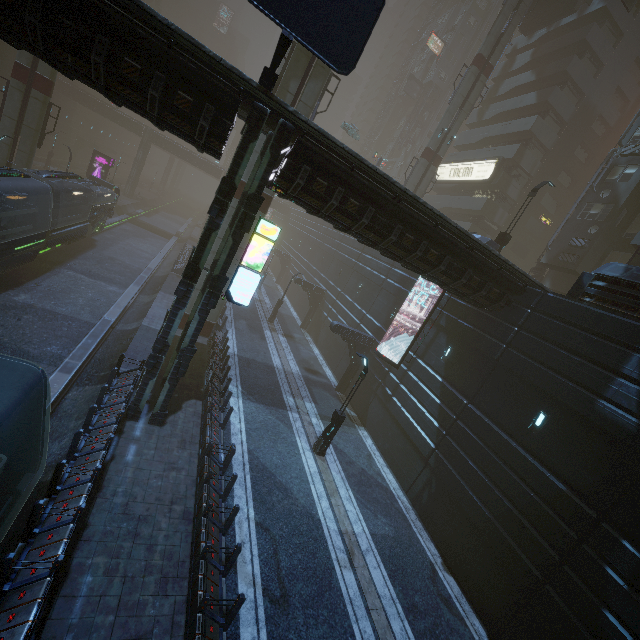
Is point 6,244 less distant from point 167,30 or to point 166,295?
point 166,295

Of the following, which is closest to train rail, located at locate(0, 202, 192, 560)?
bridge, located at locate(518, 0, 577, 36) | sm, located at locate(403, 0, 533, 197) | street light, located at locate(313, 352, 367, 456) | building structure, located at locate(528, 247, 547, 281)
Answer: street light, located at locate(313, 352, 367, 456)

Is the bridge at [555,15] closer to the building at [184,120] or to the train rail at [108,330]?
the building at [184,120]

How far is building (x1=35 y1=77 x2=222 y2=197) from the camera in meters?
48.9 m

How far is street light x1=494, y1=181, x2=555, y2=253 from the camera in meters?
19.8

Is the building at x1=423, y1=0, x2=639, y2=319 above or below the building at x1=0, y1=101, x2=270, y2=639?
above

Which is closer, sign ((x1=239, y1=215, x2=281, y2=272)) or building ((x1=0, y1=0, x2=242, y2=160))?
building ((x1=0, y1=0, x2=242, y2=160))

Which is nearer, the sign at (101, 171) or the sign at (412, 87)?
the sign at (101, 171)
